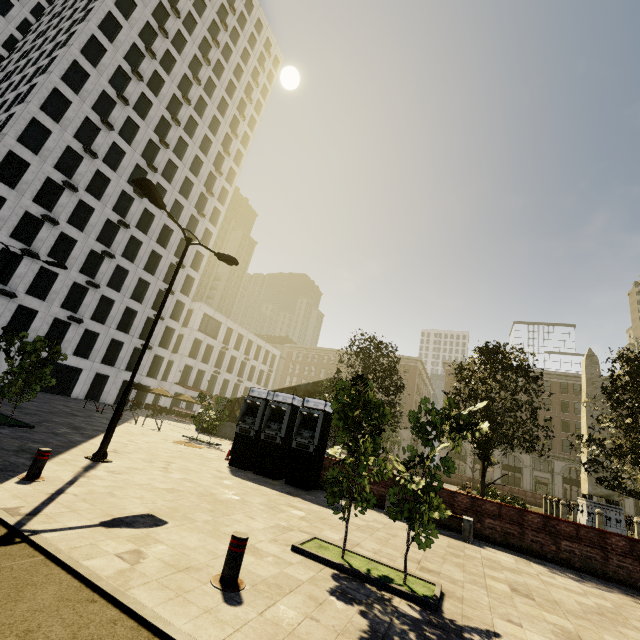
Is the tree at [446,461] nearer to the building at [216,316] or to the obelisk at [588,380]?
the obelisk at [588,380]

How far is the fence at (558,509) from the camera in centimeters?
1905cm

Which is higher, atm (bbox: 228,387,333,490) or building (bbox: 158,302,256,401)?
building (bbox: 158,302,256,401)

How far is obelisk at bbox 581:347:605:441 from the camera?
21.8 meters

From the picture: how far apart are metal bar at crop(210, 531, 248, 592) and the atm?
7.9 meters

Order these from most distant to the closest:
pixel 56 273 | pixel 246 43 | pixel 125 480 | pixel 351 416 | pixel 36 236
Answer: pixel 246 43
pixel 56 273
pixel 36 236
pixel 125 480
pixel 351 416

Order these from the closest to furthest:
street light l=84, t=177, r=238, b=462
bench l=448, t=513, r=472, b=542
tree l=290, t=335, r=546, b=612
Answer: tree l=290, t=335, r=546, b=612, street light l=84, t=177, r=238, b=462, bench l=448, t=513, r=472, b=542

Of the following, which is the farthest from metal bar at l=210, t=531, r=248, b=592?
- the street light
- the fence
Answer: the fence
